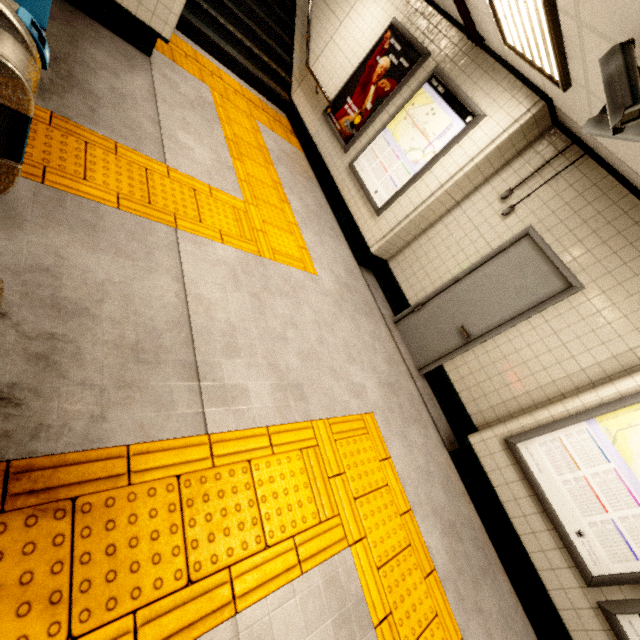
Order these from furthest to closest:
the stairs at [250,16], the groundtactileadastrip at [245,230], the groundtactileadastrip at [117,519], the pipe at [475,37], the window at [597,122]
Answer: the stairs at [250,16], the pipe at [475,37], the groundtactileadastrip at [245,230], the window at [597,122], the groundtactileadastrip at [117,519]

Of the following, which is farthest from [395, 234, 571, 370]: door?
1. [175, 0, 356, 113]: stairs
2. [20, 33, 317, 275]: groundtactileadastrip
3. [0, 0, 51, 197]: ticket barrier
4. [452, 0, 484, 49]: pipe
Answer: [175, 0, 356, 113]: stairs

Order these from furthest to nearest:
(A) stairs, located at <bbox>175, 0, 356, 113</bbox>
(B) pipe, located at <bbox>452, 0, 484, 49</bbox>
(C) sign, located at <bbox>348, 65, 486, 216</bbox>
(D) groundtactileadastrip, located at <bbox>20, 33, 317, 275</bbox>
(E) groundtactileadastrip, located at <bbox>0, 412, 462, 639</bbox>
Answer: (A) stairs, located at <bbox>175, 0, 356, 113</bbox>
(C) sign, located at <bbox>348, 65, 486, 216</bbox>
(B) pipe, located at <bbox>452, 0, 484, 49</bbox>
(D) groundtactileadastrip, located at <bbox>20, 33, 317, 275</bbox>
(E) groundtactileadastrip, located at <bbox>0, 412, 462, 639</bbox>

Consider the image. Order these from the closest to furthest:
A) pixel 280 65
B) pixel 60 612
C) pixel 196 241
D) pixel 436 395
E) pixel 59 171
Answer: pixel 60 612
pixel 59 171
pixel 196 241
pixel 436 395
pixel 280 65

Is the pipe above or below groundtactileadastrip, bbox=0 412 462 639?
above

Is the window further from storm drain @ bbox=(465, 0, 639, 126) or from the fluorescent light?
the fluorescent light

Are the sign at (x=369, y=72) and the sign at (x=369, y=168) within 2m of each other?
yes

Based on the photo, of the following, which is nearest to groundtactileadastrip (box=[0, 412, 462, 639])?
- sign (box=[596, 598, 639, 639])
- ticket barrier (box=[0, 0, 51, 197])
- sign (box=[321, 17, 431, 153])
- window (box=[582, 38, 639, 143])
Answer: ticket barrier (box=[0, 0, 51, 197])
